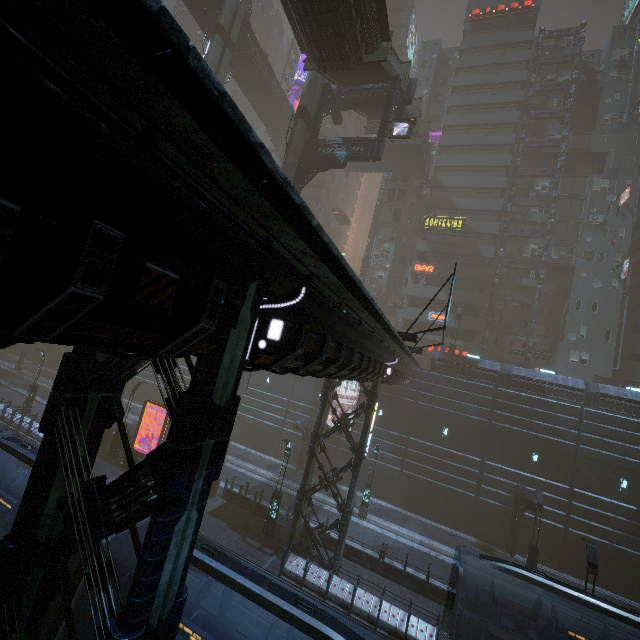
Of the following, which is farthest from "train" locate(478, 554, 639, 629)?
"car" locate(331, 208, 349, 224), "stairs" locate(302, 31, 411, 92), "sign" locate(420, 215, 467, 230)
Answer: "sign" locate(420, 215, 467, 230)

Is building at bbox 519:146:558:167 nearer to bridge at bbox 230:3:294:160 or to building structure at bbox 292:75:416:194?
bridge at bbox 230:3:294:160

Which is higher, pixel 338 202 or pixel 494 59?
pixel 494 59

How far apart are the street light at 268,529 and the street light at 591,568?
14.08m

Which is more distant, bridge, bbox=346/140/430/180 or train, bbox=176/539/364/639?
bridge, bbox=346/140/430/180

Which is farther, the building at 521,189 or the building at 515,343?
the building at 521,189

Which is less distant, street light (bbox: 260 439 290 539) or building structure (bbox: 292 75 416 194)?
street light (bbox: 260 439 290 539)

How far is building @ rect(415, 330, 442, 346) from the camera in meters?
38.2
